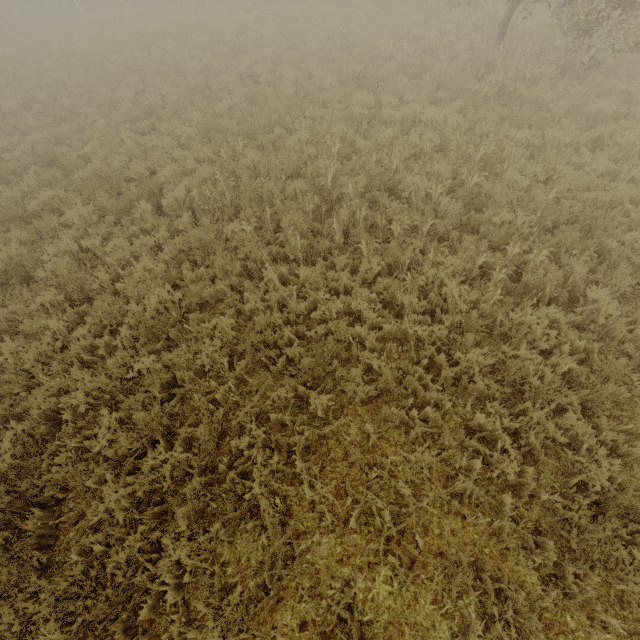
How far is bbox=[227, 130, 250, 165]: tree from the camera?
8.2m

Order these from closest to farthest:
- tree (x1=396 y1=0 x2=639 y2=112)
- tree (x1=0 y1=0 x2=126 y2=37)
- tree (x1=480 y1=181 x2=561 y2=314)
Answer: tree (x1=480 y1=181 x2=561 y2=314) < tree (x1=396 y1=0 x2=639 y2=112) < tree (x1=0 y1=0 x2=126 y2=37)

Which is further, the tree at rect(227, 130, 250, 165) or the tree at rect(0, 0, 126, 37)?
the tree at rect(0, 0, 126, 37)

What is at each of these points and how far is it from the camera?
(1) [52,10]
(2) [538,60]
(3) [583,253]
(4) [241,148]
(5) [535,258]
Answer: (1) tree, 23.5m
(2) tree, 9.3m
(3) tree, 5.1m
(4) tree, 8.5m
(5) tree, 5.2m

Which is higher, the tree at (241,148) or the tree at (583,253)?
the tree at (583,253)

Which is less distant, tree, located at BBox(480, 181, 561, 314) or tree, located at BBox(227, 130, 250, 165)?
tree, located at BBox(480, 181, 561, 314)

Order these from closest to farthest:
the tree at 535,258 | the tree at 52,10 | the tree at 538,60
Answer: the tree at 535,258
the tree at 538,60
the tree at 52,10

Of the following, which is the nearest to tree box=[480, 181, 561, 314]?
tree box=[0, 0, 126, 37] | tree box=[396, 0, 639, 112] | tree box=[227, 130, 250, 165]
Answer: tree box=[396, 0, 639, 112]
